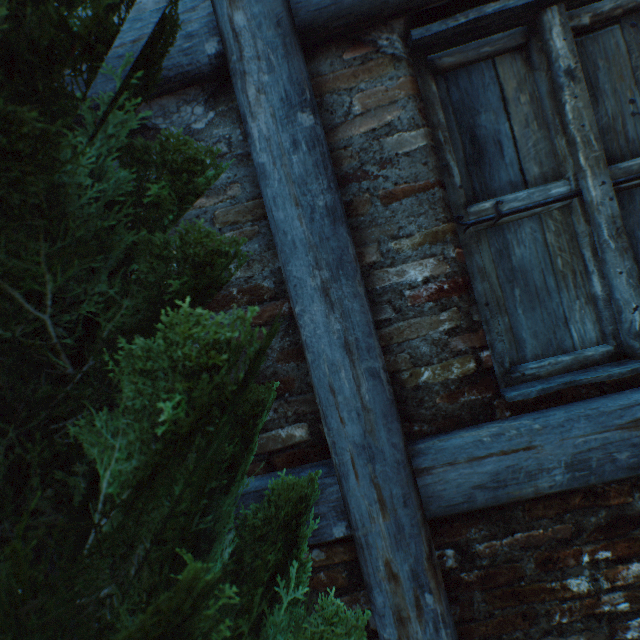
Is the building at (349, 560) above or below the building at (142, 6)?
below

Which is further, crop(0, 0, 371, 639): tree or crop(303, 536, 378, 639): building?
crop(303, 536, 378, 639): building

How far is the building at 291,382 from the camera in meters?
1.1 m

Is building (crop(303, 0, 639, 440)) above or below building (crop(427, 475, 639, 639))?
above

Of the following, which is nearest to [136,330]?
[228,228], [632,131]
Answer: [228,228]
